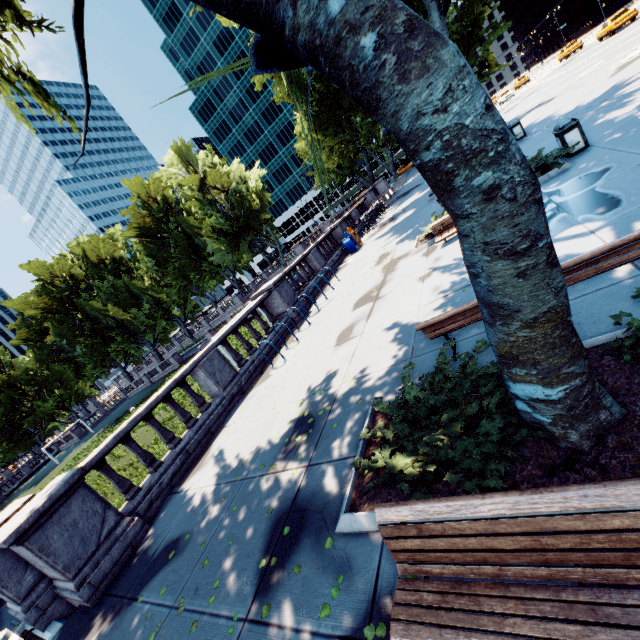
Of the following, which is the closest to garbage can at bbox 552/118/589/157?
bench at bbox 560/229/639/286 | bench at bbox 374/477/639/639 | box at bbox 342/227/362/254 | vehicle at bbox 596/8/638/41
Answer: bench at bbox 560/229/639/286

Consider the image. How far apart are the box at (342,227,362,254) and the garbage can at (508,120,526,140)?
9.68m

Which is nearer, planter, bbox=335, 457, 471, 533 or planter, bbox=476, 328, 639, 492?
planter, bbox=476, 328, 639, 492

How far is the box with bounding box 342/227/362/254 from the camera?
20.2m

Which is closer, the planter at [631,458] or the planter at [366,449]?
the planter at [631,458]

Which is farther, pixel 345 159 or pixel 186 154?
pixel 186 154

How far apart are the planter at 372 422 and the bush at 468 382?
0.0 meters

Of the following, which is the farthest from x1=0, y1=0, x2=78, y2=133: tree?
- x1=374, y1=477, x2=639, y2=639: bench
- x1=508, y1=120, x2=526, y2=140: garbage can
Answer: x1=508, y1=120, x2=526, y2=140: garbage can
